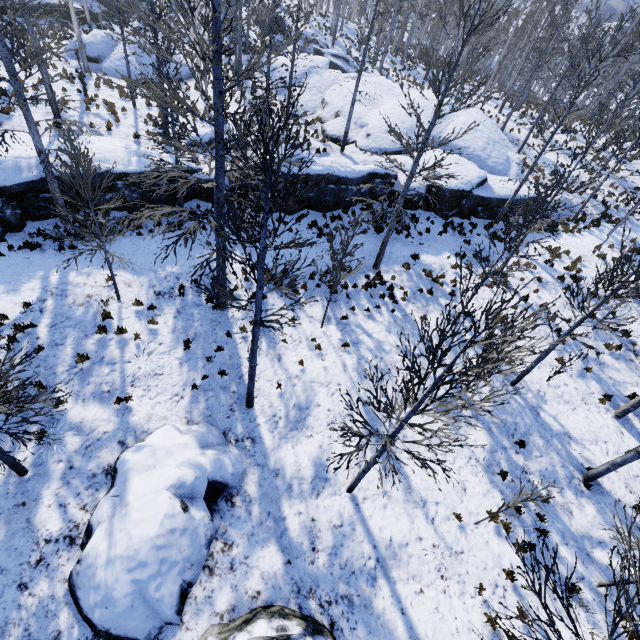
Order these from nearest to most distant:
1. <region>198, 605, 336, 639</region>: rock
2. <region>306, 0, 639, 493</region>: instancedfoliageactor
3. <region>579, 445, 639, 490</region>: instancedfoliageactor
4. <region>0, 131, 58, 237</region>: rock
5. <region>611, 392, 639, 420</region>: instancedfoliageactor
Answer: <region>306, 0, 639, 493</region>: instancedfoliageactor < <region>198, 605, 336, 639</region>: rock < <region>579, 445, 639, 490</region>: instancedfoliageactor < <region>611, 392, 639, 420</region>: instancedfoliageactor < <region>0, 131, 58, 237</region>: rock

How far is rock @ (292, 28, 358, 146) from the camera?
21.5m

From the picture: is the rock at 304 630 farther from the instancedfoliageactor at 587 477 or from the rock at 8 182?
the rock at 8 182

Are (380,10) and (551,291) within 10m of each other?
no

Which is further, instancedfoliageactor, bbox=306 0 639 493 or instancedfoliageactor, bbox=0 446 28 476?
instancedfoliageactor, bbox=0 446 28 476

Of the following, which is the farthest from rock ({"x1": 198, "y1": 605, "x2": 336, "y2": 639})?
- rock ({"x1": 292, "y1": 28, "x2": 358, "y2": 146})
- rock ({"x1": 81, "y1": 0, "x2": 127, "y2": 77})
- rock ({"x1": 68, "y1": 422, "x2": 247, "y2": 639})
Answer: rock ({"x1": 81, "y1": 0, "x2": 127, "y2": 77})
